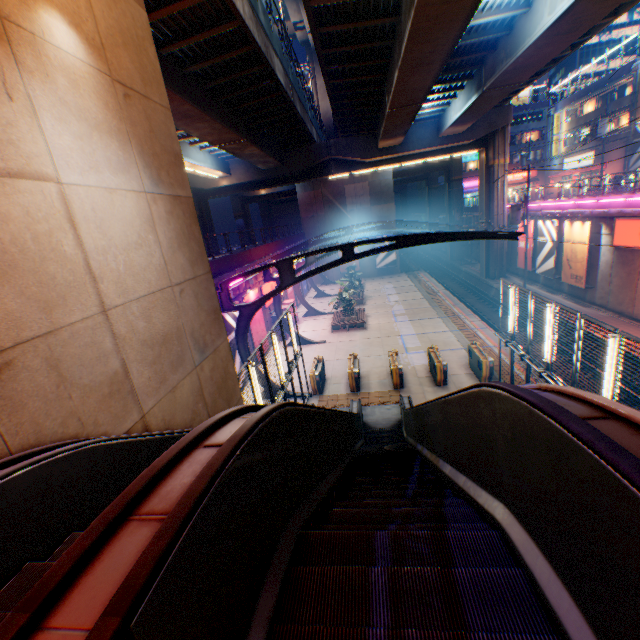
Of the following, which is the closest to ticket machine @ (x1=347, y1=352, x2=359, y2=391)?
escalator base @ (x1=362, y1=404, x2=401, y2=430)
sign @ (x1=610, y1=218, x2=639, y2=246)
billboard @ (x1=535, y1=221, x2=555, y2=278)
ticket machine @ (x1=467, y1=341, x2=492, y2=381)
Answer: escalator base @ (x1=362, y1=404, x2=401, y2=430)

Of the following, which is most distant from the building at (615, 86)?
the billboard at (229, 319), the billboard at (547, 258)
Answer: the billboard at (229, 319)

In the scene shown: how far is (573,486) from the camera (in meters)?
1.39

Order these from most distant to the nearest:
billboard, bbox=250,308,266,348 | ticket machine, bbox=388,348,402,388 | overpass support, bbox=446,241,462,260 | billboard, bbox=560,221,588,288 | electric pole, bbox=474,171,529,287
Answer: overpass support, bbox=446,241,462,260 → electric pole, bbox=474,171,529,287 → billboard, bbox=560,221,588,288 → billboard, bbox=250,308,266,348 → ticket machine, bbox=388,348,402,388

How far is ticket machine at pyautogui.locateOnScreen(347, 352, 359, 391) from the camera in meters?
15.3

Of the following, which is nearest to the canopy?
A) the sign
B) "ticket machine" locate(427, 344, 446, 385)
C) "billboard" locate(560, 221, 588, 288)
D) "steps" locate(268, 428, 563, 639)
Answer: "steps" locate(268, 428, 563, 639)

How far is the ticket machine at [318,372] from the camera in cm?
1562

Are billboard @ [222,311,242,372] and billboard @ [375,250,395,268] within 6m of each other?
no
